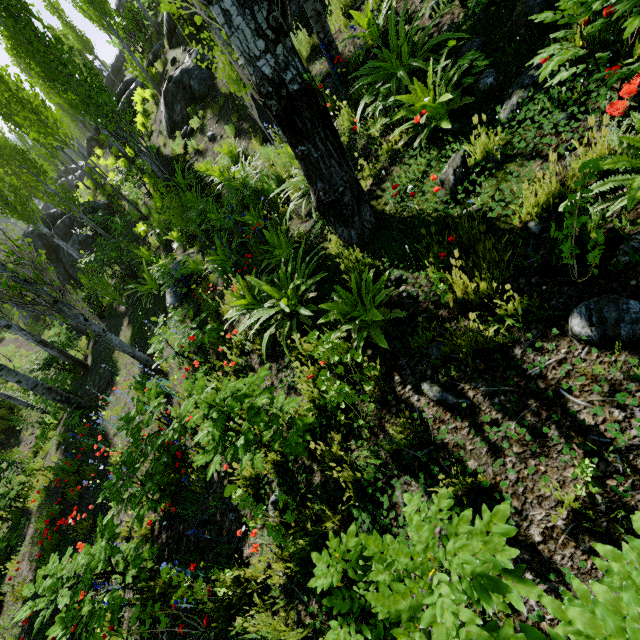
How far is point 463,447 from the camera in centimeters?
225cm

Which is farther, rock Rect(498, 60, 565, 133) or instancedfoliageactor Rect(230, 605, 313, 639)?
rock Rect(498, 60, 565, 133)

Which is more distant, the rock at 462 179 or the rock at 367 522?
the rock at 462 179

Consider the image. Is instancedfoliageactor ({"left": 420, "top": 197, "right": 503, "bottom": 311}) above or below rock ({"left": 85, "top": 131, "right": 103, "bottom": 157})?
below

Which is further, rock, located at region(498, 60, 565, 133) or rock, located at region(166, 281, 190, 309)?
rock, located at region(166, 281, 190, 309)

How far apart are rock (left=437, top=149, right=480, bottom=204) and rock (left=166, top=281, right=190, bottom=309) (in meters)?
6.79

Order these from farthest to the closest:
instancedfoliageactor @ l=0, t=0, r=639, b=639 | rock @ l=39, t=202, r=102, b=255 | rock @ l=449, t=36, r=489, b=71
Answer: rock @ l=39, t=202, r=102, b=255 → rock @ l=449, t=36, r=489, b=71 → instancedfoliageactor @ l=0, t=0, r=639, b=639

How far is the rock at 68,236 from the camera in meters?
19.5 m
